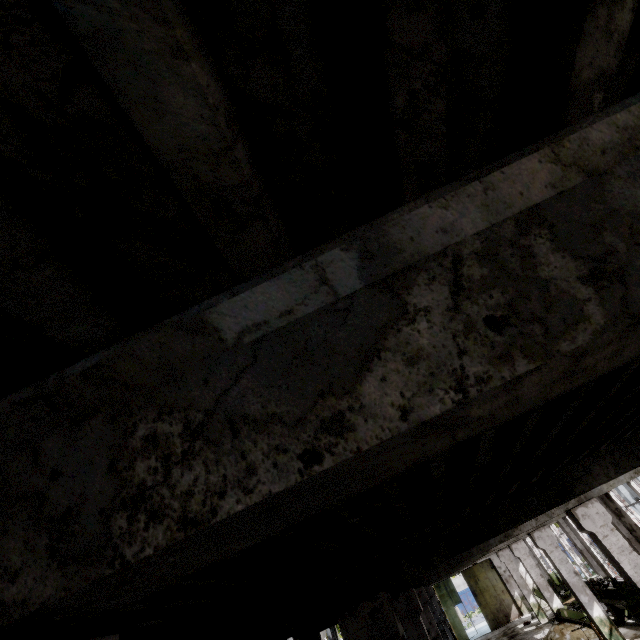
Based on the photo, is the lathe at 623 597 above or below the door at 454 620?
below

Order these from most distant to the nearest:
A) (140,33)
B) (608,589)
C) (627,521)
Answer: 1. (608,589)
2. (627,521)
3. (140,33)

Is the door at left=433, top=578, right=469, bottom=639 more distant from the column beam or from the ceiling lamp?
the column beam

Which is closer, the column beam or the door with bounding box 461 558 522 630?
the column beam

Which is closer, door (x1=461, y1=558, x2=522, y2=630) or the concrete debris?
the concrete debris

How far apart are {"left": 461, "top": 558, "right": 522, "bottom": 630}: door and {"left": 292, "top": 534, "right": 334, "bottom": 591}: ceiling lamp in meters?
33.2 m

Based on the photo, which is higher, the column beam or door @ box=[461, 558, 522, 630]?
the column beam

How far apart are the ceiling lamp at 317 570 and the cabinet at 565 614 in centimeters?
2002cm
